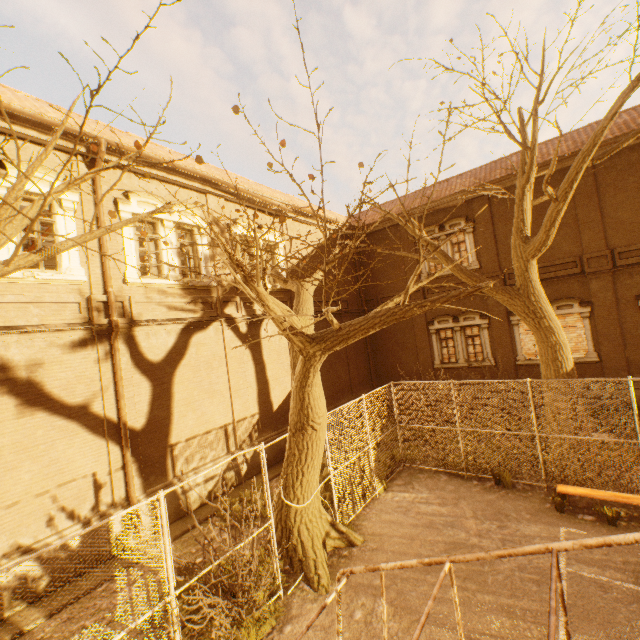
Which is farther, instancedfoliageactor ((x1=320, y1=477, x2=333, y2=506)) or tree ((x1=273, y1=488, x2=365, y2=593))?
instancedfoliageactor ((x1=320, y1=477, x2=333, y2=506))

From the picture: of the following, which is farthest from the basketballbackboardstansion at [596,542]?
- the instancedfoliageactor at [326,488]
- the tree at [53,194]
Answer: the instancedfoliageactor at [326,488]

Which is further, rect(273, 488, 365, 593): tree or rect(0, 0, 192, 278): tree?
rect(273, 488, 365, 593): tree

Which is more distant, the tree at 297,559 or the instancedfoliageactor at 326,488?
the instancedfoliageactor at 326,488

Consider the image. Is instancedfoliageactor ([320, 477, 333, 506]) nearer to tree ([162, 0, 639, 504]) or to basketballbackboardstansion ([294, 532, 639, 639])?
tree ([162, 0, 639, 504])

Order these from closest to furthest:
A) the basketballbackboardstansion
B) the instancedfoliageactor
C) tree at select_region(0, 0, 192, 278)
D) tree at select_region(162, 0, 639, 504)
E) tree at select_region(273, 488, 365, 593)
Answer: the basketballbackboardstansion → tree at select_region(0, 0, 192, 278) → tree at select_region(162, 0, 639, 504) → tree at select_region(273, 488, 365, 593) → the instancedfoliageactor

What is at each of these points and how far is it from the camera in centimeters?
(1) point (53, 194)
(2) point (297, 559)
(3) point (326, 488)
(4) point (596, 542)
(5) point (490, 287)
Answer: (1) tree, 358cm
(2) tree, 688cm
(3) instancedfoliageactor, 984cm
(4) basketballbackboardstansion, 211cm
(5) tree, 429cm
